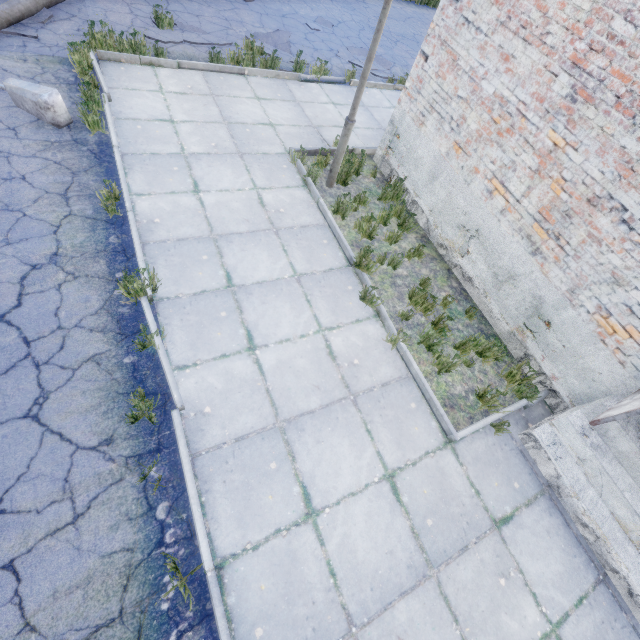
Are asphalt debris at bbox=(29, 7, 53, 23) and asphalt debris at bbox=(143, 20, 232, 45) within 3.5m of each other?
yes

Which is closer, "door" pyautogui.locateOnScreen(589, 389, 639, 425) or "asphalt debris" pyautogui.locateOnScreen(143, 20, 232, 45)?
"door" pyautogui.locateOnScreen(589, 389, 639, 425)

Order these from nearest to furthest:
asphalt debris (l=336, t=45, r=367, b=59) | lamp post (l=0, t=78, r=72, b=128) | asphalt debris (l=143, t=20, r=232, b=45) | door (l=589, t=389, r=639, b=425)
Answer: door (l=589, t=389, r=639, b=425) → lamp post (l=0, t=78, r=72, b=128) → asphalt debris (l=143, t=20, r=232, b=45) → asphalt debris (l=336, t=45, r=367, b=59)

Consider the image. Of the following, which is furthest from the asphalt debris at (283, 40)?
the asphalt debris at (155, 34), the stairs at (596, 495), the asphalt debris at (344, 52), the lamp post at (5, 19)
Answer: the stairs at (596, 495)

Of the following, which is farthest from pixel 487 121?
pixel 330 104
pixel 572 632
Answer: pixel 572 632

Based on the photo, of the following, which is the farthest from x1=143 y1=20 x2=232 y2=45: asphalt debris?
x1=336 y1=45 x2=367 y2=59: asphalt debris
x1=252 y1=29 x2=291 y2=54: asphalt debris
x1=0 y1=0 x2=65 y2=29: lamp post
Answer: x1=336 y1=45 x2=367 y2=59: asphalt debris

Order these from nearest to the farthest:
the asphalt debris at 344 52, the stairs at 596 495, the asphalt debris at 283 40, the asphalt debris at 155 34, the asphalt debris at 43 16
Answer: the stairs at 596 495 < the asphalt debris at 43 16 < the asphalt debris at 155 34 < the asphalt debris at 283 40 < the asphalt debris at 344 52

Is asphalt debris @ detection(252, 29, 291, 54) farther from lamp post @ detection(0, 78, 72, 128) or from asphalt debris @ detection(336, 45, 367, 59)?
lamp post @ detection(0, 78, 72, 128)
